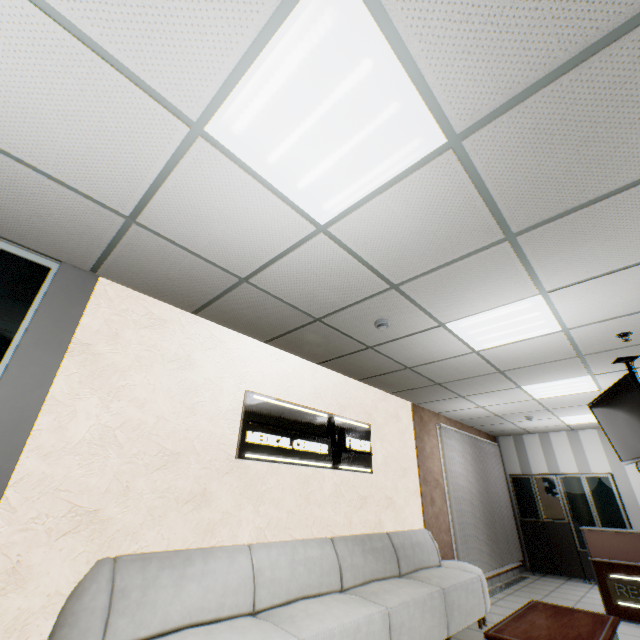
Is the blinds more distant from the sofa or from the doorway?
the doorway

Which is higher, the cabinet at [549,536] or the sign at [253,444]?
the sign at [253,444]

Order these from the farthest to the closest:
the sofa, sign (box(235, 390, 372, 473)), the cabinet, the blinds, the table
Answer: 1. the cabinet
2. the blinds
3. sign (box(235, 390, 372, 473))
4. the table
5. the sofa

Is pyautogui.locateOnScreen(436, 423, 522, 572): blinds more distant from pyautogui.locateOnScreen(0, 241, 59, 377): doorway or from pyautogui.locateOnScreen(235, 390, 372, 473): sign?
pyautogui.locateOnScreen(0, 241, 59, 377): doorway

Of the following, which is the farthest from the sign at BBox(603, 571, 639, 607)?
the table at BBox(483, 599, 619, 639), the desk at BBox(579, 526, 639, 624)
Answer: the table at BBox(483, 599, 619, 639)

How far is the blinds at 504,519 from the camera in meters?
6.4

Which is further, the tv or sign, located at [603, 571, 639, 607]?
sign, located at [603, 571, 639, 607]

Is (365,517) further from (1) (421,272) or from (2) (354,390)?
(1) (421,272)
